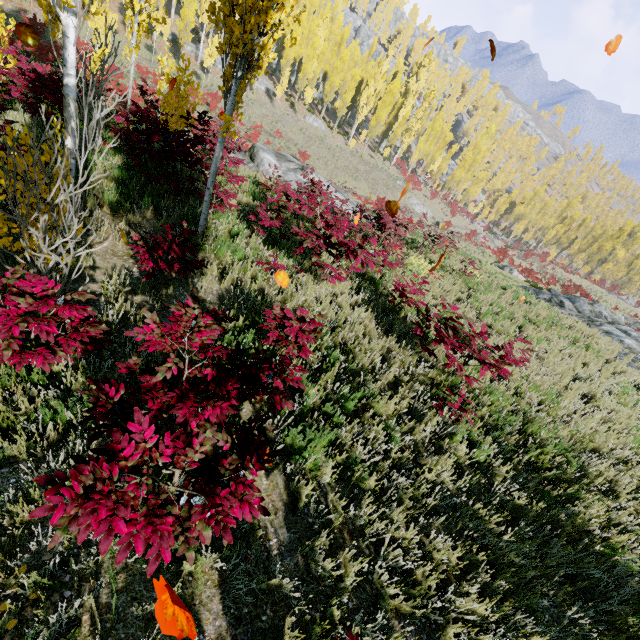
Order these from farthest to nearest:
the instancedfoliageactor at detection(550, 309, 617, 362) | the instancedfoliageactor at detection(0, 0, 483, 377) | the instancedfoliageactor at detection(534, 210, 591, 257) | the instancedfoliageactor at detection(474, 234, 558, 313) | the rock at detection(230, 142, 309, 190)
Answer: the instancedfoliageactor at detection(534, 210, 591, 257)
the rock at detection(230, 142, 309, 190)
the instancedfoliageactor at detection(474, 234, 558, 313)
the instancedfoliageactor at detection(550, 309, 617, 362)
the instancedfoliageactor at detection(0, 0, 483, 377)

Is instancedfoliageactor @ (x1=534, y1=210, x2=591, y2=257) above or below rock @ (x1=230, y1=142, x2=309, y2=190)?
above

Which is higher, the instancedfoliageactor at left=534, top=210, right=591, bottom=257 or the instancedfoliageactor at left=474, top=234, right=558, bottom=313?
the instancedfoliageactor at left=534, top=210, right=591, bottom=257

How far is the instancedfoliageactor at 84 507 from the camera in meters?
1.6 m

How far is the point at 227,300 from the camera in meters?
5.3 m

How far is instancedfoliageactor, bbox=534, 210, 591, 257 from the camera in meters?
54.7
